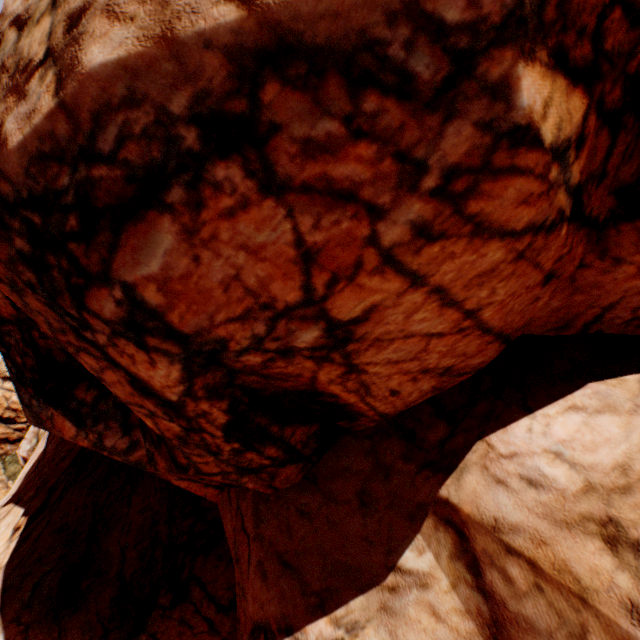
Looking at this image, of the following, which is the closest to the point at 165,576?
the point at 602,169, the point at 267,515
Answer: the point at 267,515
